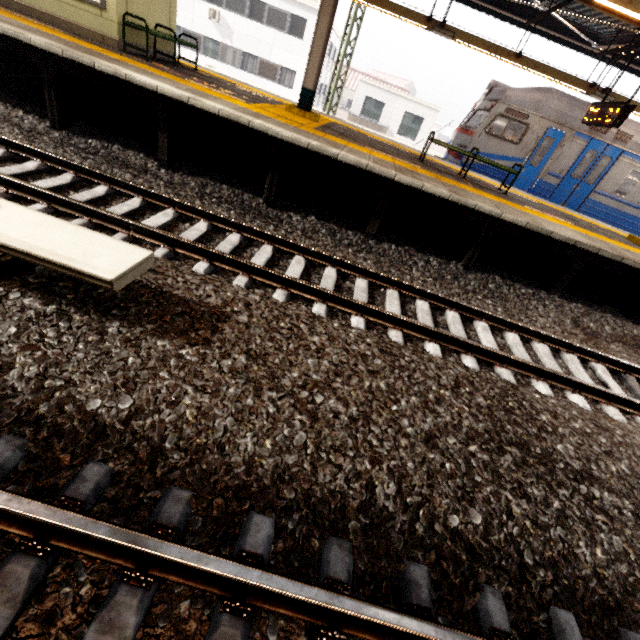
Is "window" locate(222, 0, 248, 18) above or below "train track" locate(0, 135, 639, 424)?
above

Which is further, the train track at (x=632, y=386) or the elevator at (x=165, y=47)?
the elevator at (x=165, y=47)

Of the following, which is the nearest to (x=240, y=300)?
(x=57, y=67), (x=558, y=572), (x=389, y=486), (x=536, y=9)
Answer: (x=389, y=486)

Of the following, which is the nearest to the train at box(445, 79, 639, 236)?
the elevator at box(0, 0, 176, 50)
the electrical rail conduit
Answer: the elevator at box(0, 0, 176, 50)

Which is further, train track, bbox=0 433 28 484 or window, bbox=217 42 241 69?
window, bbox=217 42 241 69

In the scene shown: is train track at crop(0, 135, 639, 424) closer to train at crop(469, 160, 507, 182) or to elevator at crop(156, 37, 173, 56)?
elevator at crop(156, 37, 173, 56)

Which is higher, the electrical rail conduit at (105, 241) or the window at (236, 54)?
the window at (236, 54)

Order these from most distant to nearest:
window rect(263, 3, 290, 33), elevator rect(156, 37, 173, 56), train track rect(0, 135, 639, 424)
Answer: window rect(263, 3, 290, 33) < elevator rect(156, 37, 173, 56) < train track rect(0, 135, 639, 424)
